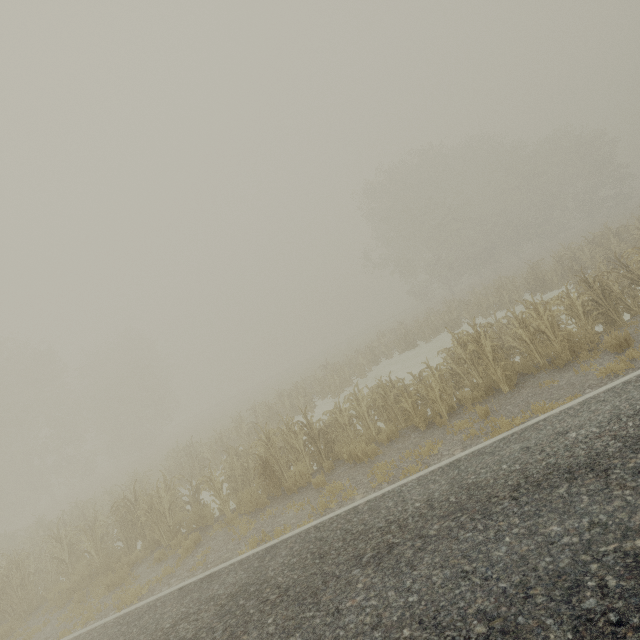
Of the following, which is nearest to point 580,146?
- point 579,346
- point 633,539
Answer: point 579,346
